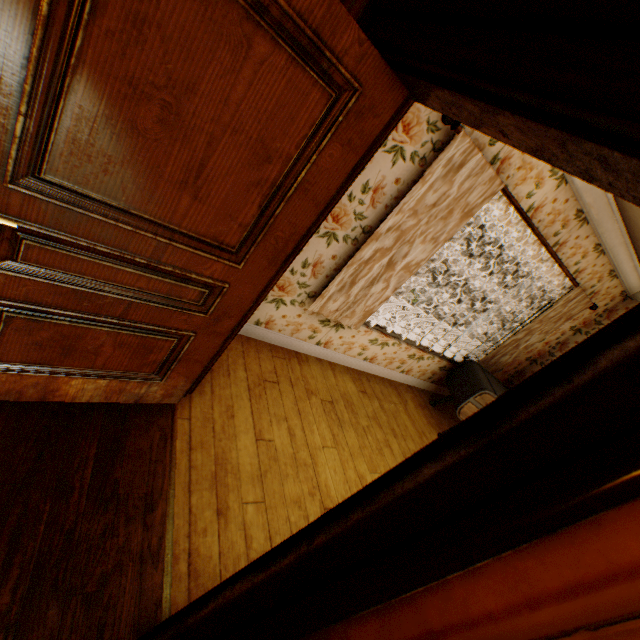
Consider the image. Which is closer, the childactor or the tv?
the childactor

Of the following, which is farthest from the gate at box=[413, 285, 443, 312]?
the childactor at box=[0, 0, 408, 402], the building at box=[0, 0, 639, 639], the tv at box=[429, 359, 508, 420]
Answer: the childactor at box=[0, 0, 408, 402]

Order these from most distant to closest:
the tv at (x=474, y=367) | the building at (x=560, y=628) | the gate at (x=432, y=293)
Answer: the gate at (x=432, y=293) < the tv at (x=474, y=367) < the building at (x=560, y=628)

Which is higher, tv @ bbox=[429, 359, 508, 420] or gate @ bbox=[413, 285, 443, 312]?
tv @ bbox=[429, 359, 508, 420]

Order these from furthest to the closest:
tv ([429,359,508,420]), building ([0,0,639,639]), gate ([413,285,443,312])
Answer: gate ([413,285,443,312]) < tv ([429,359,508,420]) < building ([0,0,639,639])

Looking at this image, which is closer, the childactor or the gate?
the childactor

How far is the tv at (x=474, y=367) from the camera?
4.02m

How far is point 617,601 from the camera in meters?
0.4 m
